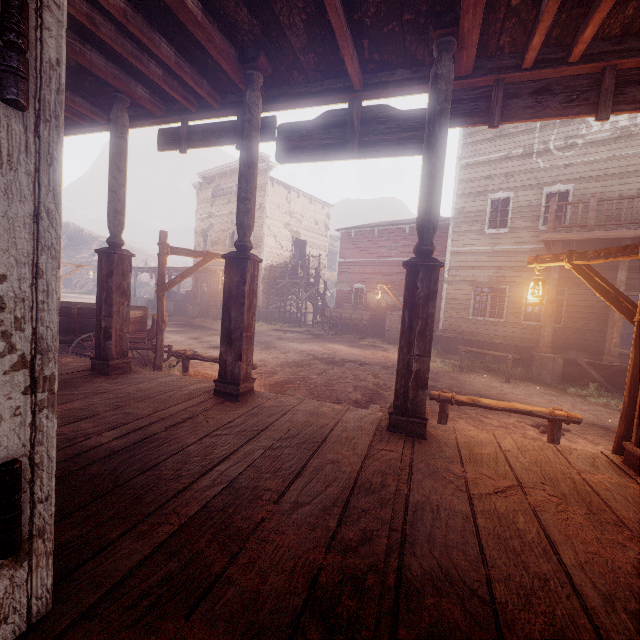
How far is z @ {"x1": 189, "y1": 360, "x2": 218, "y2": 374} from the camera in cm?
868

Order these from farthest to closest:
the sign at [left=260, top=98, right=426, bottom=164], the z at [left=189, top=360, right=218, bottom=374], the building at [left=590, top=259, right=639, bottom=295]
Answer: the building at [left=590, top=259, right=639, bottom=295] < the z at [left=189, top=360, right=218, bottom=374] < the sign at [left=260, top=98, right=426, bottom=164]

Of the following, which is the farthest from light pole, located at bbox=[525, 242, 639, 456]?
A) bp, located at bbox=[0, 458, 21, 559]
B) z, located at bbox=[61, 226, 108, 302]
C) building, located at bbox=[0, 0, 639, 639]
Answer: bp, located at bbox=[0, 458, 21, 559]

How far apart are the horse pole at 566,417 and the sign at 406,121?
3.3 meters

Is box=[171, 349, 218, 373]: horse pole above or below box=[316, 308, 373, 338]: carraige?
below

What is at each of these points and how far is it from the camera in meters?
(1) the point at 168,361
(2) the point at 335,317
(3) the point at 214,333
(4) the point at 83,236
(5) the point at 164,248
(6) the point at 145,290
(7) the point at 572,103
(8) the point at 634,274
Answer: (1) z, 9.5
(2) carraige, 19.8
(3) z, 16.4
(4) z, 59.2
(5) light pole, 6.8
(6) z, 46.0
(7) sign, 3.1
(8) building, 11.3

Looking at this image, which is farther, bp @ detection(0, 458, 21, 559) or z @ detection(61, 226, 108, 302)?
z @ detection(61, 226, 108, 302)

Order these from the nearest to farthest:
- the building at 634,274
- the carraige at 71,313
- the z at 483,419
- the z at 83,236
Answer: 1. the z at 483,419
2. the carraige at 71,313
3. the building at 634,274
4. the z at 83,236
